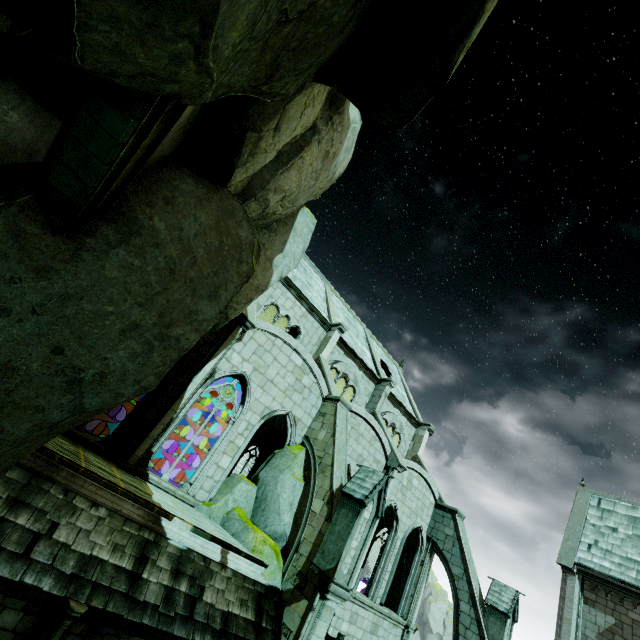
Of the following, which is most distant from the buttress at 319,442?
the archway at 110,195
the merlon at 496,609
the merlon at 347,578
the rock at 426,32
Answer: the merlon at 496,609

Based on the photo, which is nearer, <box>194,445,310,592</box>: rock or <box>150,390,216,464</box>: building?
<box>194,445,310,592</box>: rock

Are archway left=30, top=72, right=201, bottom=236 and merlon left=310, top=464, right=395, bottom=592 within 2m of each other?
no

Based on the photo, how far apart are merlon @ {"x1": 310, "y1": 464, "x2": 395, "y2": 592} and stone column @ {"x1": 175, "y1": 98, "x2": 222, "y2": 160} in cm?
1026

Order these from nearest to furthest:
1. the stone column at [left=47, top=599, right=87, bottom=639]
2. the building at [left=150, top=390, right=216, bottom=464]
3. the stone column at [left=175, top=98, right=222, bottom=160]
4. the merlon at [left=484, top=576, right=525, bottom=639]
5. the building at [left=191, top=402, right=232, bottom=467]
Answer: the stone column at [left=175, top=98, right=222, bottom=160]
the stone column at [left=47, top=599, right=87, bottom=639]
the merlon at [left=484, top=576, right=525, bottom=639]
the building at [left=150, top=390, right=216, bottom=464]
the building at [left=191, top=402, right=232, bottom=467]

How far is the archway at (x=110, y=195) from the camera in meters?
2.8

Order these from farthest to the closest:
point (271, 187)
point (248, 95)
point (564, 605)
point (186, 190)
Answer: point (564, 605), point (271, 187), point (186, 190), point (248, 95)

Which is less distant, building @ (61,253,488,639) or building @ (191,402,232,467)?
building @ (61,253,488,639)
